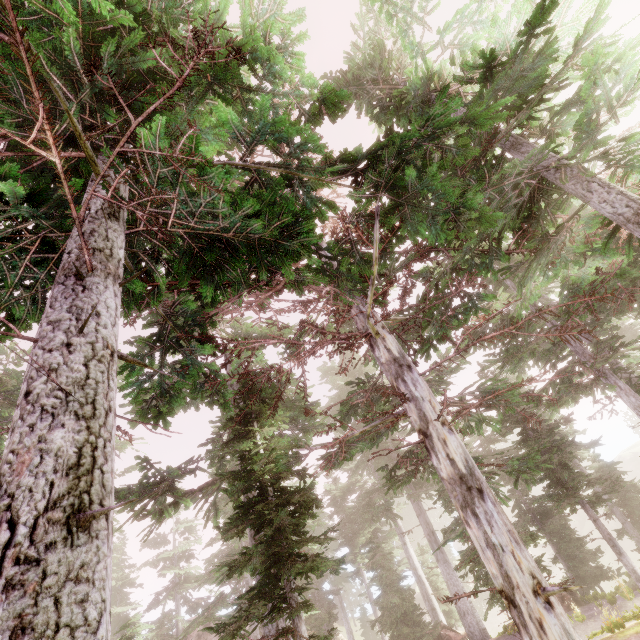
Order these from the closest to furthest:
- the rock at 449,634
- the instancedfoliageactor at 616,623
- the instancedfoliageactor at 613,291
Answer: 1. the instancedfoliageactor at 613,291
2. the instancedfoliageactor at 616,623
3. the rock at 449,634

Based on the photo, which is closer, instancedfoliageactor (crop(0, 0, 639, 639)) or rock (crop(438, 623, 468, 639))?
instancedfoliageactor (crop(0, 0, 639, 639))

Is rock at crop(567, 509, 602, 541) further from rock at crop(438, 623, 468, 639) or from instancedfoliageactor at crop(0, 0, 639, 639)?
rock at crop(438, 623, 468, 639)

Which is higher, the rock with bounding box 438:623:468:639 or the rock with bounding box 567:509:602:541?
the rock with bounding box 438:623:468:639

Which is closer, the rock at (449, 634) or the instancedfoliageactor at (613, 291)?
the instancedfoliageactor at (613, 291)

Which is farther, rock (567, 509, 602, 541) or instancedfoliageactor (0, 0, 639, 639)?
rock (567, 509, 602, 541)

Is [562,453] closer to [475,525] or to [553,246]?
[553,246]
